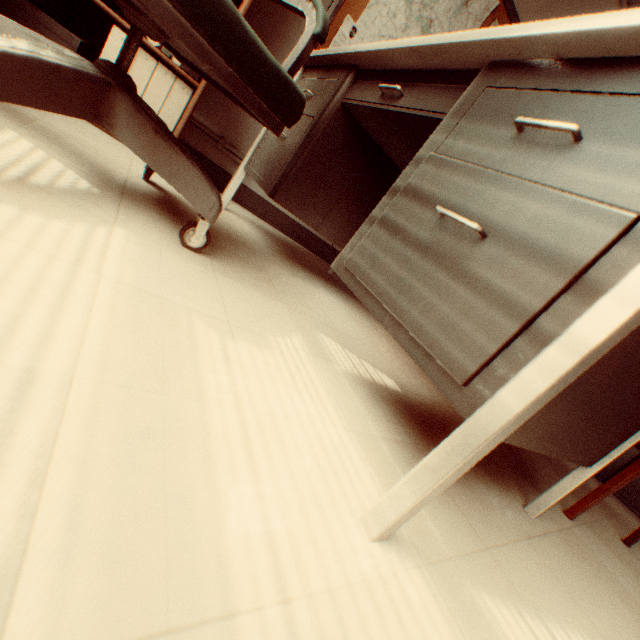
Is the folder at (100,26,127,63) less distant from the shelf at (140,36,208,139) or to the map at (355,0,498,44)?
the shelf at (140,36,208,139)

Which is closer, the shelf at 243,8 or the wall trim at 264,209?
the shelf at 243,8

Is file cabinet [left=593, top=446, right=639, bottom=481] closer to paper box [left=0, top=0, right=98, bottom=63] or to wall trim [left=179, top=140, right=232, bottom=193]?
wall trim [left=179, top=140, right=232, bottom=193]

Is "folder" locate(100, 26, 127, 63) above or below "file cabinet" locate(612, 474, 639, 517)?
above

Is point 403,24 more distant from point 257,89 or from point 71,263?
point 71,263

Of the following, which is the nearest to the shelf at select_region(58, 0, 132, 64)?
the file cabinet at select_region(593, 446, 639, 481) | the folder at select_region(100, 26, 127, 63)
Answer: the folder at select_region(100, 26, 127, 63)

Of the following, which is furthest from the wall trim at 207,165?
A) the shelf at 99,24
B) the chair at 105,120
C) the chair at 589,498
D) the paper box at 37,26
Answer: the chair at 589,498

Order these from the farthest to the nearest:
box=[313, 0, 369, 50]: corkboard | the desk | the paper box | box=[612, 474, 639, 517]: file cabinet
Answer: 1. box=[612, 474, 639, 517]: file cabinet
2. box=[313, 0, 369, 50]: corkboard
3. the paper box
4. the desk
